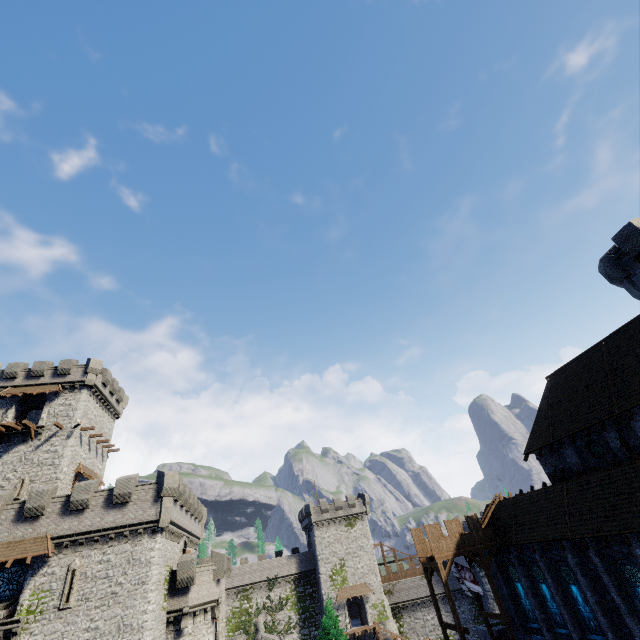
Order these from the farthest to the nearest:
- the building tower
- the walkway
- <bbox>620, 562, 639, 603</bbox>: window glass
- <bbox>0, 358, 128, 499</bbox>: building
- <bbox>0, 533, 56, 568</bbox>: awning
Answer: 1. <bbox>0, 358, 128, 499</bbox>: building
2. the walkway
3. <bbox>0, 533, 56, 568</bbox>: awning
4. the building tower
5. <bbox>620, 562, 639, 603</bbox>: window glass

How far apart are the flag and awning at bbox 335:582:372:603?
32.05m

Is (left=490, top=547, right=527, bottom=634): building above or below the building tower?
below

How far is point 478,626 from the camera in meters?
30.8

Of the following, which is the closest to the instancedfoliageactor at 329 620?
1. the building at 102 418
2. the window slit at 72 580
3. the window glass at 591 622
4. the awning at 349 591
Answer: the awning at 349 591

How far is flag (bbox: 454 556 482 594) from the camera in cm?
2503

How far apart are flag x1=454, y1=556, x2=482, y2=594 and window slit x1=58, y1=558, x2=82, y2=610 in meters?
27.5

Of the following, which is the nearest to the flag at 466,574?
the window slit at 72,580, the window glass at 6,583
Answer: the window slit at 72,580
